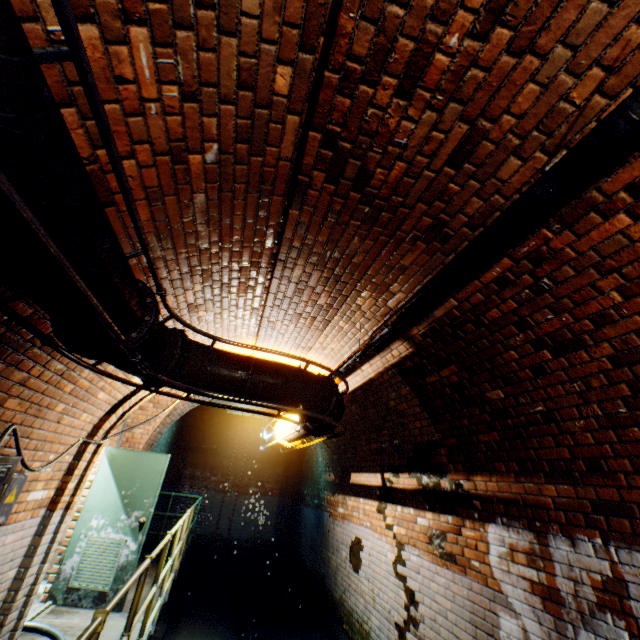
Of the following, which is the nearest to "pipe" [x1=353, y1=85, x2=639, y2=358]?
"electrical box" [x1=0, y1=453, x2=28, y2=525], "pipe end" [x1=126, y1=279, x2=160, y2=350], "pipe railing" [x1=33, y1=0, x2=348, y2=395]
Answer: "pipe railing" [x1=33, y1=0, x2=348, y2=395]

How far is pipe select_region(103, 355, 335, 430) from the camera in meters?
2.3

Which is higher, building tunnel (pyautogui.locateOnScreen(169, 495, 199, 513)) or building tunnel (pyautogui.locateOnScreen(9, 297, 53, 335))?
building tunnel (pyautogui.locateOnScreen(9, 297, 53, 335))

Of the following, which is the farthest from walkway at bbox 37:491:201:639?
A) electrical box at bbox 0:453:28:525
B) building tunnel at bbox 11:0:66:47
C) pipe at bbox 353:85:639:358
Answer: pipe at bbox 353:85:639:358

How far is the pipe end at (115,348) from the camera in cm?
195

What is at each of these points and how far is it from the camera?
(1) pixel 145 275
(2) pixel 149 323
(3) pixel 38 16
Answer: (1) building tunnel, 2.73m
(2) pipe end, 2.12m
(3) building tunnel, 1.17m

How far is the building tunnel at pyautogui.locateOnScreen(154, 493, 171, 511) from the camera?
10.40m

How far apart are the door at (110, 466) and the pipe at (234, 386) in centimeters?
304cm
